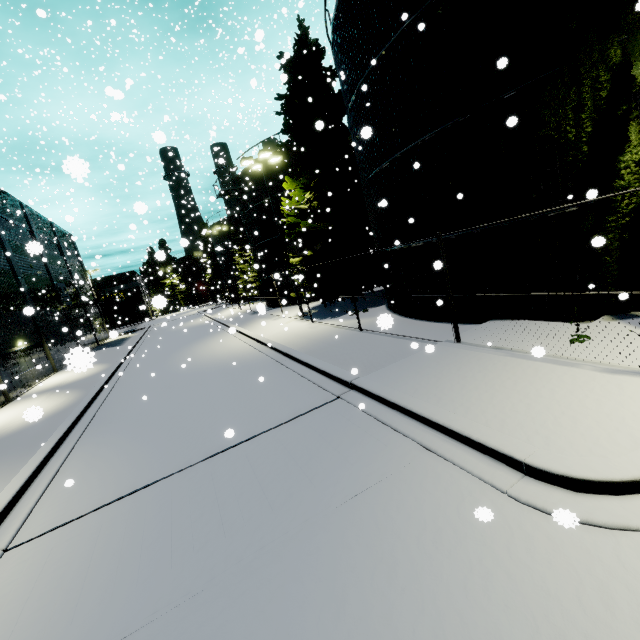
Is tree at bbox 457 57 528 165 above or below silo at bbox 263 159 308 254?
below

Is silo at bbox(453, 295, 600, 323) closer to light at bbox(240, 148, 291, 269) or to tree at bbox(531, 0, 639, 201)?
tree at bbox(531, 0, 639, 201)

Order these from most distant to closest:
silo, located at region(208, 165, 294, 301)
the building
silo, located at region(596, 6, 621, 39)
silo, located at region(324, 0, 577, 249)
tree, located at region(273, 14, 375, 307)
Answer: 1. silo, located at region(208, 165, 294, 301)
2. the building
3. tree, located at region(273, 14, 375, 307)
4. silo, located at region(324, 0, 577, 249)
5. silo, located at region(596, 6, 621, 39)

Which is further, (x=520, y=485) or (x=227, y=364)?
(x=227, y=364)

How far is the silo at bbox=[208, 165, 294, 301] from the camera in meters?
26.7 m

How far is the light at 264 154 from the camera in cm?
1834

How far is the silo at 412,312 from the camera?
11.3 meters

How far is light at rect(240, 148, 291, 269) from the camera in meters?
18.3 m
